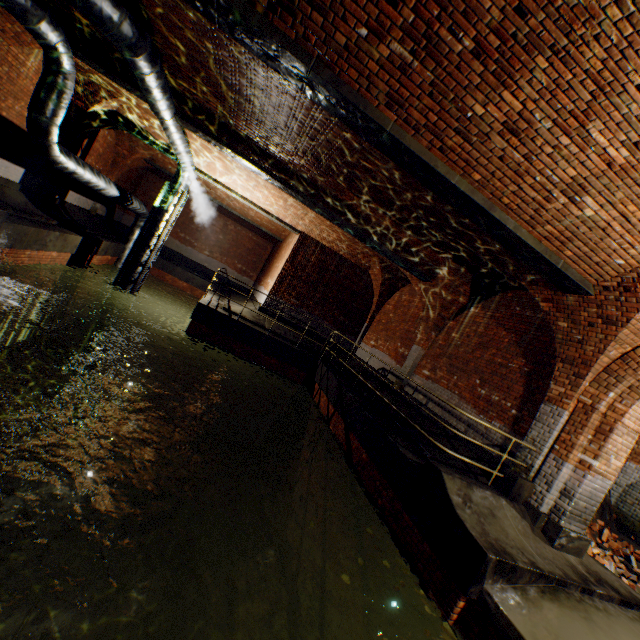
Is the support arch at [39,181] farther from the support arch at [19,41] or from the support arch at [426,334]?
the support arch at [426,334]

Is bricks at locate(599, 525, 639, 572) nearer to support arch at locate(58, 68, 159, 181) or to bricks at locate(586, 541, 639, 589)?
bricks at locate(586, 541, 639, 589)

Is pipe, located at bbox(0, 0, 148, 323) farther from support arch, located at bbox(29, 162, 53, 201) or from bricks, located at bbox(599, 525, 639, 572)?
bricks, located at bbox(599, 525, 639, 572)

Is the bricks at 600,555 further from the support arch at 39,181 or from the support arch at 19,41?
the support arch at 39,181

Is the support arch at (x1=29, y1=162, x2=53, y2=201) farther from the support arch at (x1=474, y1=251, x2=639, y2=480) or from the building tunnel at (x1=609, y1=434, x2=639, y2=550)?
the building tunnel at (x1=609, y1=434, x2=639, y2=550)

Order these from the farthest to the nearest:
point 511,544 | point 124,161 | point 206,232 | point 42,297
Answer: point 206,232 → point 124,161 → point 42,297 → point 511,544

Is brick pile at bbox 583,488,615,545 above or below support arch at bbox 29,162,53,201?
below

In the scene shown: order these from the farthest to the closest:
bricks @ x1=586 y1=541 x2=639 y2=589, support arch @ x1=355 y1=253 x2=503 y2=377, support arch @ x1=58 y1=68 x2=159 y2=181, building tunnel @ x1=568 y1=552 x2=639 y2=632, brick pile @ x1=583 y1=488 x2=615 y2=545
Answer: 1. support arch @ x1=58 y1=68 x2=159 y2=181
2. support arch @ x1=355 y1=253 x2=503 y2=377
3. brick pile @ x1=583 y1=488 x2=615 y2=545
4. bricks @ x1=586 y1=541 x2=639 y2=589
5. building tunnel @ x1=568 y1=552 x2=639 y2=632
